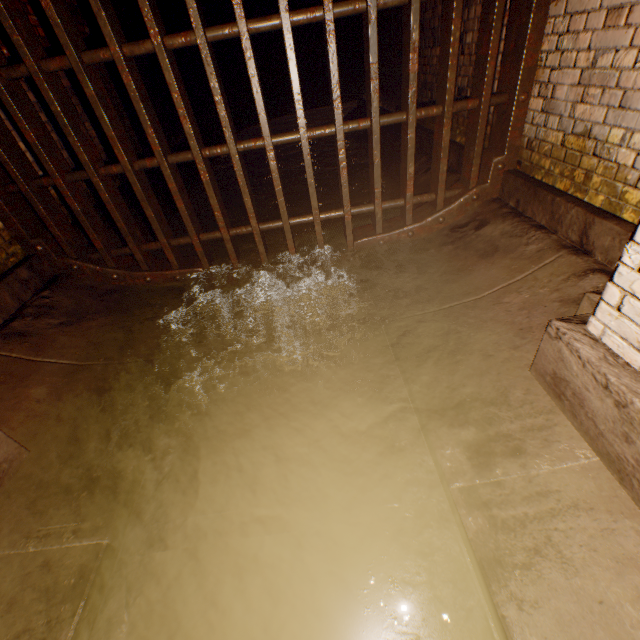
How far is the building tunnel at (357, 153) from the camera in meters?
4.5

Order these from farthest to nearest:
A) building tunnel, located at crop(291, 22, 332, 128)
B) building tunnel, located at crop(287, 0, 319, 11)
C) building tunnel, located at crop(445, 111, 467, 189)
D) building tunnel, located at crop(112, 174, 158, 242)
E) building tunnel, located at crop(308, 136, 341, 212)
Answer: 1. building tunnel, located at crop(291, 22, 332, 128)
2. building tunnel, located at crop(287, 0, 319, 11)
3. building tunnel, located at crop(308, 136, 341, 212)
4. building tunnel, located at crop(112, 174, 158, 242)
5. building tunnel, located at crop(445, 111, 467, 189)

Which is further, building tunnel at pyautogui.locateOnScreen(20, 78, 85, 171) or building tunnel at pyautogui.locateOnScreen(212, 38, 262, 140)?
building tunnel at pyautogui.locateOnScreen(212, 38, 262, 140)

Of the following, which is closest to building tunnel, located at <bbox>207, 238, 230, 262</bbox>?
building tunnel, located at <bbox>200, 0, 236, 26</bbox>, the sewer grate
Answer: the sewer grate

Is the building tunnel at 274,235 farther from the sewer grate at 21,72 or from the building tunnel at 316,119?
the building tunnel at 316,119

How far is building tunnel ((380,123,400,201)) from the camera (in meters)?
4.35

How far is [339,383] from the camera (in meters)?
2.22
